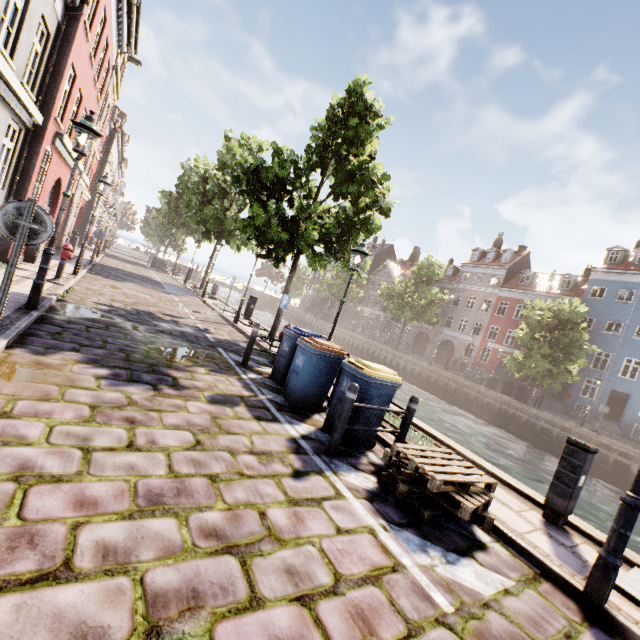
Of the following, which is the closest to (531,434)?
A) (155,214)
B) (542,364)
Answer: (542,364)

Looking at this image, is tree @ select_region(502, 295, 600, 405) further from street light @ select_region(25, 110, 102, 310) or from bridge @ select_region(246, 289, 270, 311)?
street light @ select_region(25, 110, 102, 310)

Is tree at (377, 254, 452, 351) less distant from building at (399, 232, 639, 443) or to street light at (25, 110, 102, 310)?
building at (399, 232, 639, 443)

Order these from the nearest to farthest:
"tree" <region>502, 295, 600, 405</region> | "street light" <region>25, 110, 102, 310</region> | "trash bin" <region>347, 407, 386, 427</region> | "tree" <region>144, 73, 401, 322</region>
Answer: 1. "trash bin" <region>347, 407, 386, 427</region>
2. "street light" <region>25, 110, 102, 310</region>
3. "tree" <region>144, 73, 401, 322</region>
4. "tree" <region>502, 295, 600, 405</region>

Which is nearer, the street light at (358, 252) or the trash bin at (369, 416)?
the trash bin at (369, 416)

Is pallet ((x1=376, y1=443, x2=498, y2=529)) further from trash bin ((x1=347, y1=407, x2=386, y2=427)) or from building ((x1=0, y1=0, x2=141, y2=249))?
building ((x1=0, y1=0, x2=141, y2=249))

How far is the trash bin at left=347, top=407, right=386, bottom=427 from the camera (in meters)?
5.14

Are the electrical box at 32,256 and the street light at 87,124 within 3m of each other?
no
